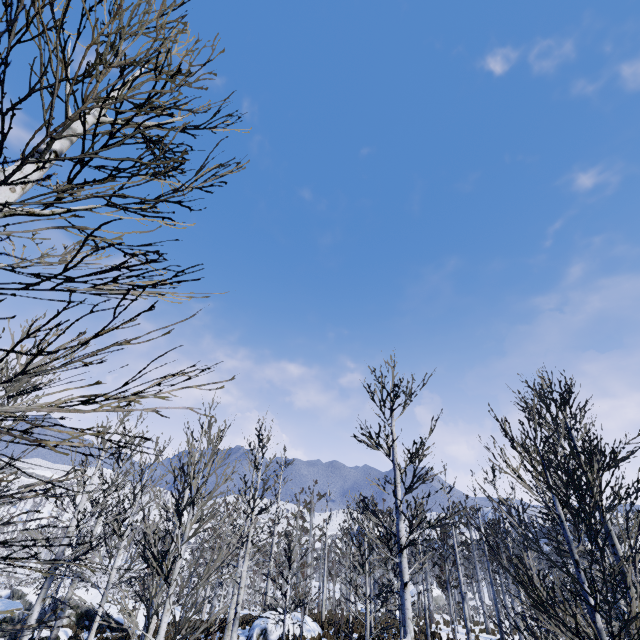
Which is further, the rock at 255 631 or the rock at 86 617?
the rock at 86 617

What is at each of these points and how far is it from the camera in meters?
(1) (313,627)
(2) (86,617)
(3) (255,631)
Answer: (1) rock, 18.0 m
(2) rock, 24.6 m
(3) rock, 17.2 m

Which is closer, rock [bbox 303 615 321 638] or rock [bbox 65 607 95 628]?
rock [bbox 303 615 321 638]

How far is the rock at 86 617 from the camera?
24.1m

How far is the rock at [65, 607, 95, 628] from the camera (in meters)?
24.14

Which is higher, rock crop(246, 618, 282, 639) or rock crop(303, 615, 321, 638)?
rock crop(303, 615, 321, 638)

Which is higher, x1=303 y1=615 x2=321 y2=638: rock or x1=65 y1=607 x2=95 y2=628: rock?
x1=303 y1=615 x2=321 y2=638: rock
